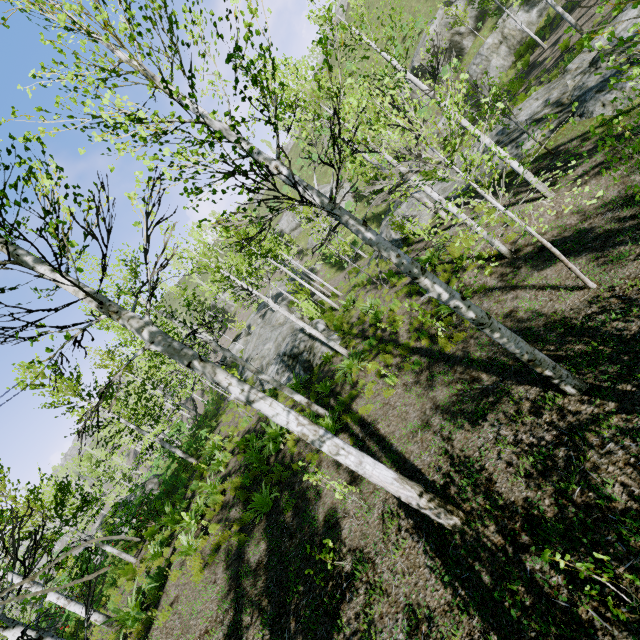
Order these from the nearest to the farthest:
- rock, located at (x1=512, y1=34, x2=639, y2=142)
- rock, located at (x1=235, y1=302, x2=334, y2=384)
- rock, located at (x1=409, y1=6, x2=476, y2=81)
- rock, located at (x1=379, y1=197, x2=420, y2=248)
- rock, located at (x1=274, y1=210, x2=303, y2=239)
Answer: rock, located at (x1=512, y1=34, x2=639, y2=142) → rock, located at (x1=235, y1=302, x2=334, y2=384) → rock, located at (x1=379, y1=197, x2=420, y2=248) → rock, located at (x1=409, y1=6, x2=476, y2=81) → rock, located at (x1=274, y1=210, x2=303, y2=239)

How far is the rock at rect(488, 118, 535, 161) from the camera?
12.3 meters

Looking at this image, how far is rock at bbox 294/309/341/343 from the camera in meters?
15.4

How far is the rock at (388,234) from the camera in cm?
1781

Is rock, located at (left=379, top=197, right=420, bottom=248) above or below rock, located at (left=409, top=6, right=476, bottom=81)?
below

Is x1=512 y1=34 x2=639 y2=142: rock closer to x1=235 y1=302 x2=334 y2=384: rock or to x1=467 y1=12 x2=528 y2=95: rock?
x1=235 y1=302 x2=334 y2=384: rock

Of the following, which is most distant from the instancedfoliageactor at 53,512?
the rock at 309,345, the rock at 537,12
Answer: the rock at 537,12

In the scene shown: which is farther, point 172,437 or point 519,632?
point 172,437
